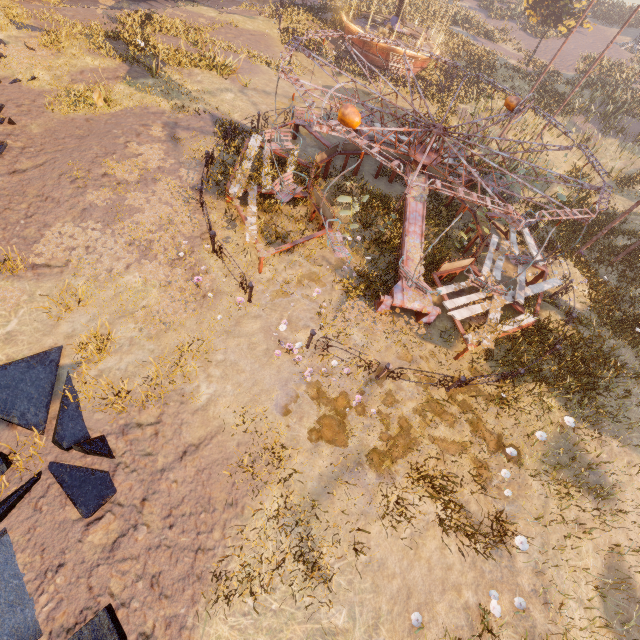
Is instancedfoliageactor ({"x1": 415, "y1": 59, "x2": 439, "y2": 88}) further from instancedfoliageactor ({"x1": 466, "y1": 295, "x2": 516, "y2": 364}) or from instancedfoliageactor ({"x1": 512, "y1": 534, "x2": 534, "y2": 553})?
instancedfoliageactor ({"x1": 512, "y1": 534, "x2": 534, "y2": 553})

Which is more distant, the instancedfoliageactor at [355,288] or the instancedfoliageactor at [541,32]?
the instancedfoliageactor at [541,32]

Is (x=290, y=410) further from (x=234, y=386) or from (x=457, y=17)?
(x=457, y=17)

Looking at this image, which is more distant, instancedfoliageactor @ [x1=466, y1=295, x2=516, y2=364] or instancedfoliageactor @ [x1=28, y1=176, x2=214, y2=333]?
instancedfoliageactor @ [x1=466, y1=295, x2=516, y2=364]

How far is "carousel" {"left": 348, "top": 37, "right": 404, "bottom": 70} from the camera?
22.25m

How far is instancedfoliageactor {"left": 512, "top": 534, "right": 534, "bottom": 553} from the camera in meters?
6.5

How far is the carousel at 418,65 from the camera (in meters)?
22.47

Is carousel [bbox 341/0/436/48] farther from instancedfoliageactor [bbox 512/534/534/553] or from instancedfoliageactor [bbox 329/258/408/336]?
instancedfoliageactor [bbox 512/534/534/553]
